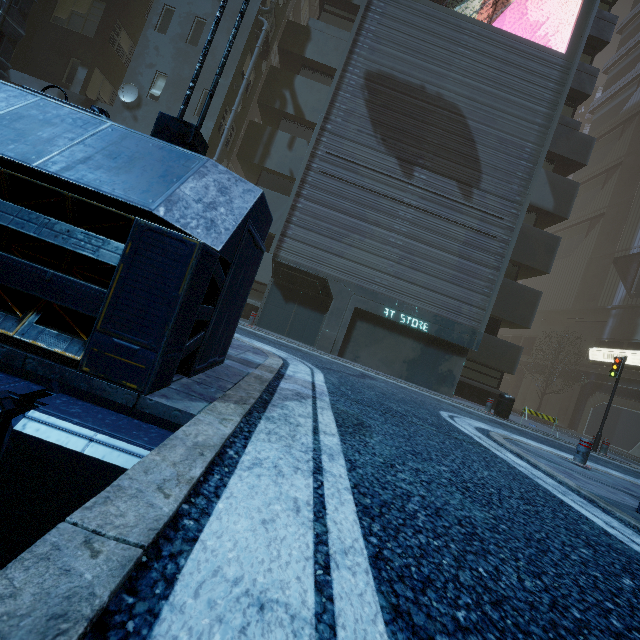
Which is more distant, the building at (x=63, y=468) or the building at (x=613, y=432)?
the building at (x=613, y=432)

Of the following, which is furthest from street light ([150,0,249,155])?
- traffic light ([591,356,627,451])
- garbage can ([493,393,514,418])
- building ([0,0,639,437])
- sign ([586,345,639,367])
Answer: sign ([586,345,639,367])

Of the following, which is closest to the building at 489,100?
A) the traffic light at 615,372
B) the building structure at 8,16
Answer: the building structure at 8,16

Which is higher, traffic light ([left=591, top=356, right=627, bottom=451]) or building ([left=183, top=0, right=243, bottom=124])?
building ([left=183, top=0, right=243, bottom=124])

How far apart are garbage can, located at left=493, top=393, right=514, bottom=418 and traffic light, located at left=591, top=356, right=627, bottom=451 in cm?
361

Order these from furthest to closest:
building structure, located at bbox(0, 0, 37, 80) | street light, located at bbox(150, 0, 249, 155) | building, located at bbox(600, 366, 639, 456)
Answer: building, located at bbox(600, 366, 639, 456)
building structure, located at bbox(0, 0, 37, 80)
street light, located at bbox(150, 0, 249, 155)

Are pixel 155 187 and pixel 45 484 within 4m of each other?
yes

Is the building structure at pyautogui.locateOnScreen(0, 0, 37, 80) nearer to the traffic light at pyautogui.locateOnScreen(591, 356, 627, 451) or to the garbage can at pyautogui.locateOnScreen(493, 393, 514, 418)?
the garbage can at pyautogui.locateOnScreen(493, 393, 514, 418)
